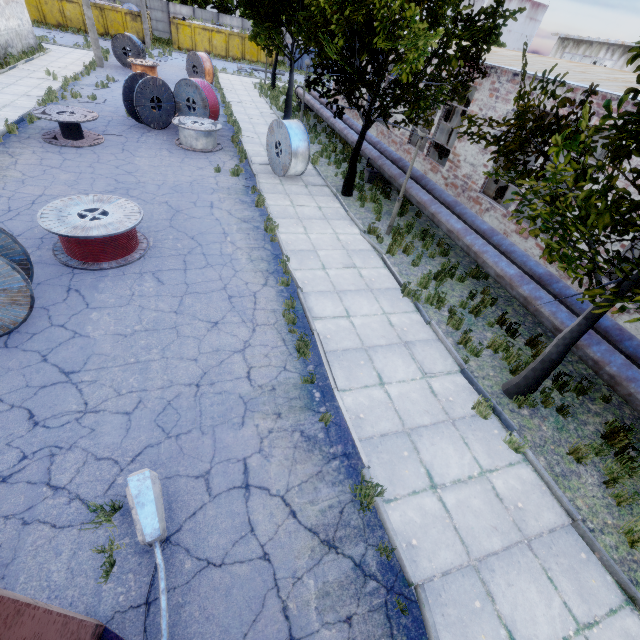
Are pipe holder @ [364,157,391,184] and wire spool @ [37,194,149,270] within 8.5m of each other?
no

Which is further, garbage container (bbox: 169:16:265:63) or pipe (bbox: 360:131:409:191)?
garbage container (bbox: 169:16:265:63)

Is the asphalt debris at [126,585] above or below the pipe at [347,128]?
below

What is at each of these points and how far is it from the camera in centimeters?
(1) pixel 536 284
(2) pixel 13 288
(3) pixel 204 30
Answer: (1) pipe, 793cm
(2) wire spool, 529cm
(3) garbage container, 3562cm

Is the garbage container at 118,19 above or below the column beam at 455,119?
below

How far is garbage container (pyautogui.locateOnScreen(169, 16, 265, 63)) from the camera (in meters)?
35.16

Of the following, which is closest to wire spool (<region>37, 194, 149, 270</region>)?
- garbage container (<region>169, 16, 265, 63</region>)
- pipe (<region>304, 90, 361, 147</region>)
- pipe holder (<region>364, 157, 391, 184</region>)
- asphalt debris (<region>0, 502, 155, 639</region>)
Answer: asphalt debris (<region>0, 502, 155, 639</region>)

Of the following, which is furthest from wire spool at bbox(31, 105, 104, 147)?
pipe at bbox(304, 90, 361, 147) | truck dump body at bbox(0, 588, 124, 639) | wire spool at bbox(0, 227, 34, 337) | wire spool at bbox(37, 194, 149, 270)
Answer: truck dump body at bbox(0, 588, 124, 639)
